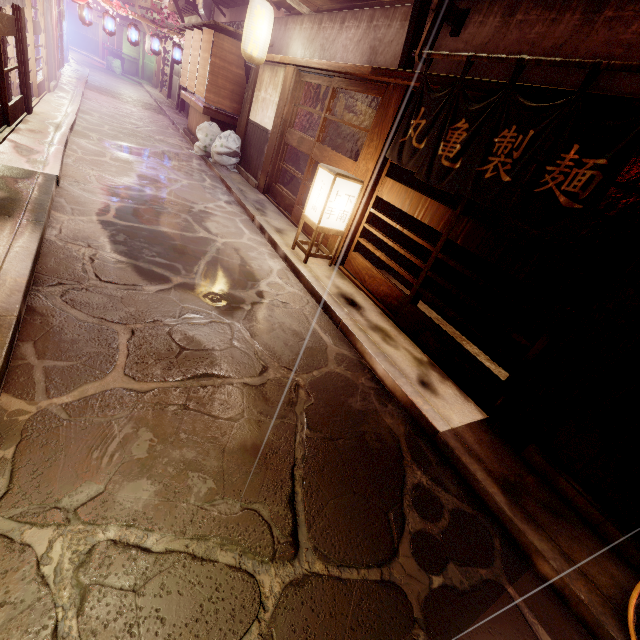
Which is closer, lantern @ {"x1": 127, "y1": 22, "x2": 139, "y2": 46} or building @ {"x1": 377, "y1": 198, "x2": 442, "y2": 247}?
building @ {"x1": 377, "y1": 198, "x2": 442, "y2": 247}

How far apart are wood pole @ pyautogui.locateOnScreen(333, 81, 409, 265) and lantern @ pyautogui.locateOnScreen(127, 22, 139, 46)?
26.7m

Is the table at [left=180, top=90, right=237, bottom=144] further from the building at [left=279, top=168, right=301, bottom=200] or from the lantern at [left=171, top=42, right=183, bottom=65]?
the lantern at [left=171, top=42, right=183, bottom=65]

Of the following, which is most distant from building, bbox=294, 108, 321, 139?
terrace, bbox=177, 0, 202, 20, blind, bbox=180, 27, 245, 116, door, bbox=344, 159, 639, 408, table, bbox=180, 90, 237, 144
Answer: terrace, bbox=177, 0, 202, 20

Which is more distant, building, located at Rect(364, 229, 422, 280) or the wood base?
building, located at Rect(364, 229, 422, 280)

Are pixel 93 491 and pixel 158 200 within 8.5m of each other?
no

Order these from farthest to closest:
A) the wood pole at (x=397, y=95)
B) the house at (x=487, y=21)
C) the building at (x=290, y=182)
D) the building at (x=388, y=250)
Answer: the building at (x=290, y=182) → the building at (x=388, y=250) → the wood pole at (x=397, y=95) → the house at (x=487, y=21)

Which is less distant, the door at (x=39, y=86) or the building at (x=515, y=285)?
the building at (x=515, y=285)
